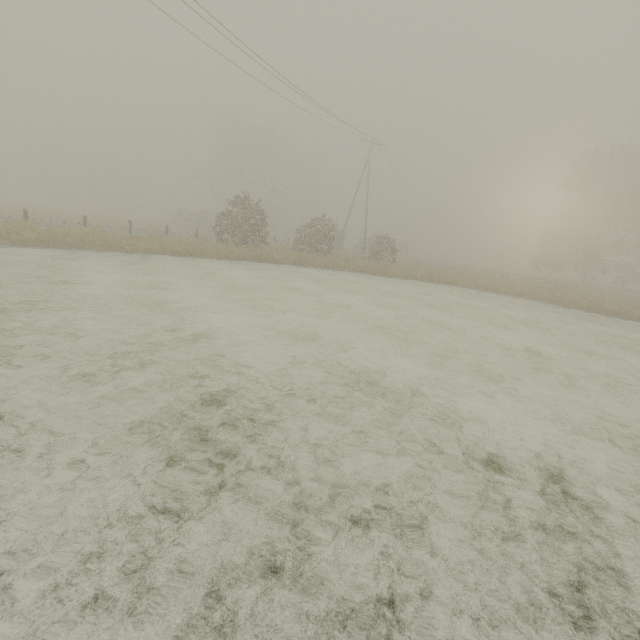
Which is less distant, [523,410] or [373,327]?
[523,410]
